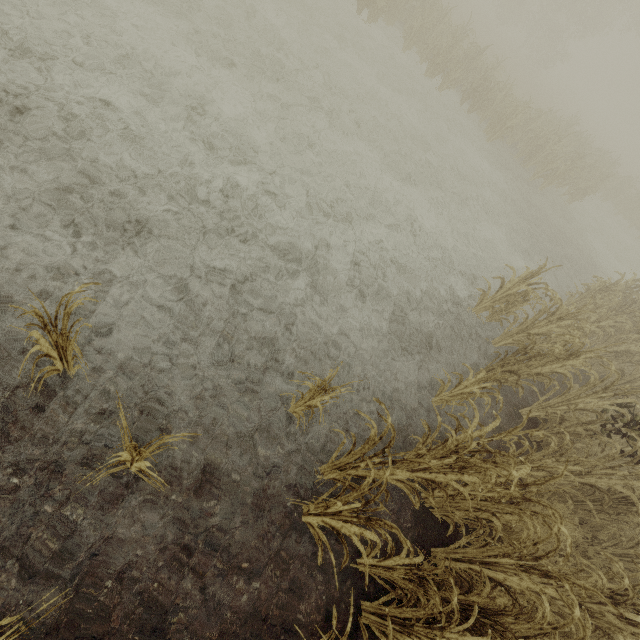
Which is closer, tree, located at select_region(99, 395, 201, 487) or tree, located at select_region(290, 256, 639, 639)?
tree, located at select_region(99, 395, 201, 487)

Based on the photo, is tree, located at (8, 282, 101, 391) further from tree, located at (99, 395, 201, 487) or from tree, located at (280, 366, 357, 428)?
tree, located at (280, 366, 357, 428)

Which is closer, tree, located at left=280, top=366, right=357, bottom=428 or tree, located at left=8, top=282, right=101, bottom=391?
tree, located at left=8, top=282, right=101, bottom=391

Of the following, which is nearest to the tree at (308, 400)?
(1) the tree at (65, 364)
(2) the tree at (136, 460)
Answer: (2) the tree at (136, 460)

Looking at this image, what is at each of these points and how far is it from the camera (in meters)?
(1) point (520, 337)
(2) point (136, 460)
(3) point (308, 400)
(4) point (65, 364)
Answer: (1) tree, 6.53
(2) tree, 2.80
(3) tree, 3.55
(4) tree, 2.96

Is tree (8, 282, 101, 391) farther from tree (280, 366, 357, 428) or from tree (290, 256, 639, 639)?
tree (290, 256, 639, 639)

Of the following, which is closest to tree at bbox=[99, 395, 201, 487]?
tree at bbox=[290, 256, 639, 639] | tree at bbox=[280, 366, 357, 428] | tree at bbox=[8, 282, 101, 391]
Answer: tree at bbox=[8, 282, 101, 391]

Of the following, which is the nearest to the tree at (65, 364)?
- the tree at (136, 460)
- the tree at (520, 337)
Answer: the tree at (136, 460)
